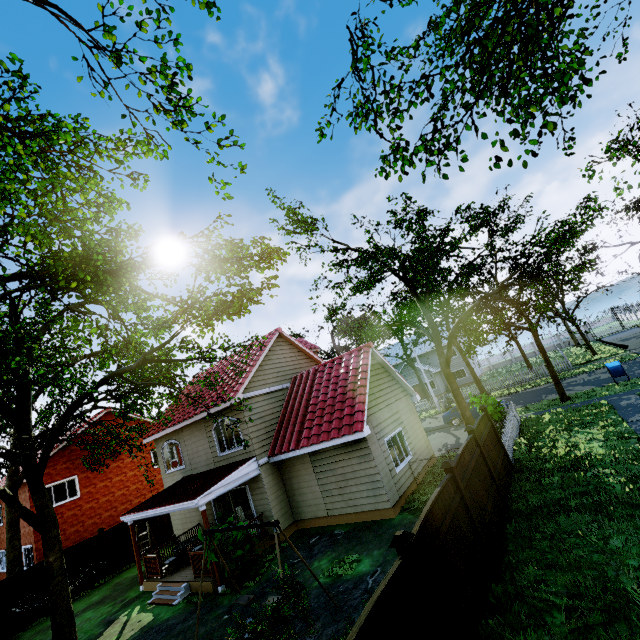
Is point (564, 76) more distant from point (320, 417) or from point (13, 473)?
point (320, 417)

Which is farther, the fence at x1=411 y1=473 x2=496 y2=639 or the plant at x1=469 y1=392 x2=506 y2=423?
the plant at x1=469 y1=392 x2=506 y2=423

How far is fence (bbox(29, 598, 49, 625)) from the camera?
14.56m

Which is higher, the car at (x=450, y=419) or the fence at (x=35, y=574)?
the fence at (x=35, y=574)

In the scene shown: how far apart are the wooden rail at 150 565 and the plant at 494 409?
16.0m

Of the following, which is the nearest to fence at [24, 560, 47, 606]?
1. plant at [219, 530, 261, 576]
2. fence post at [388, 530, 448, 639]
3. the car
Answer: fence post at [388, 530, 448, 639]

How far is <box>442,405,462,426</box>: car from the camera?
23.3 meters

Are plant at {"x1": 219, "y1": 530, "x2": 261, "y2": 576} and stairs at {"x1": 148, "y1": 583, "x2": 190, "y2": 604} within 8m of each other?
yes
